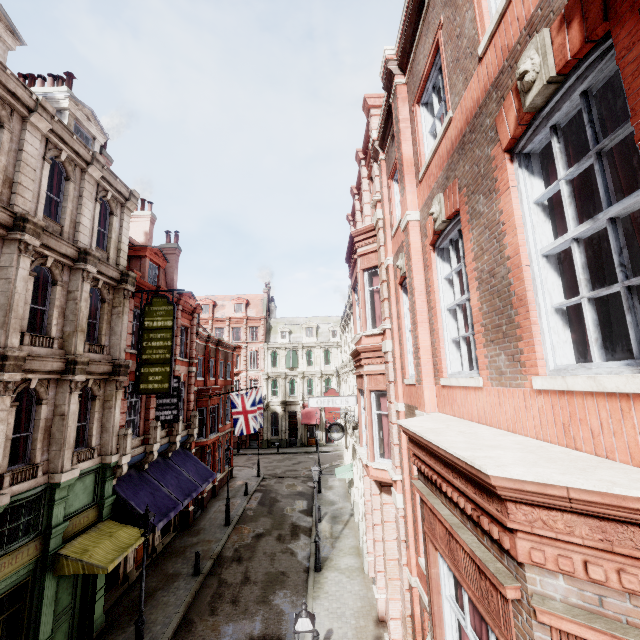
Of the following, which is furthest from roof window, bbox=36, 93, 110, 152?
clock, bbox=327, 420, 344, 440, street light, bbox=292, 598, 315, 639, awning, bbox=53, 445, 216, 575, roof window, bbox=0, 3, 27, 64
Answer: street light, bbox=292, 598, 315, 639

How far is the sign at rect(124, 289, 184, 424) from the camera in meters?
14.1

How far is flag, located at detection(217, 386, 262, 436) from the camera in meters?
22.9 m

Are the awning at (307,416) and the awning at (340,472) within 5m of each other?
no

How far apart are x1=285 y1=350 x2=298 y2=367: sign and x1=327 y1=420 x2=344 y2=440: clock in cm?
2578

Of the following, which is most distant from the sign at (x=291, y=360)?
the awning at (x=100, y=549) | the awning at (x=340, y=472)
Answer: the awning at (x=100, y=549)

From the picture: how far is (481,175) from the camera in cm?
406

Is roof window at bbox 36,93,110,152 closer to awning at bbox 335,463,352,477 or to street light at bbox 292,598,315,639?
street light at bbox 292,598,315,639
